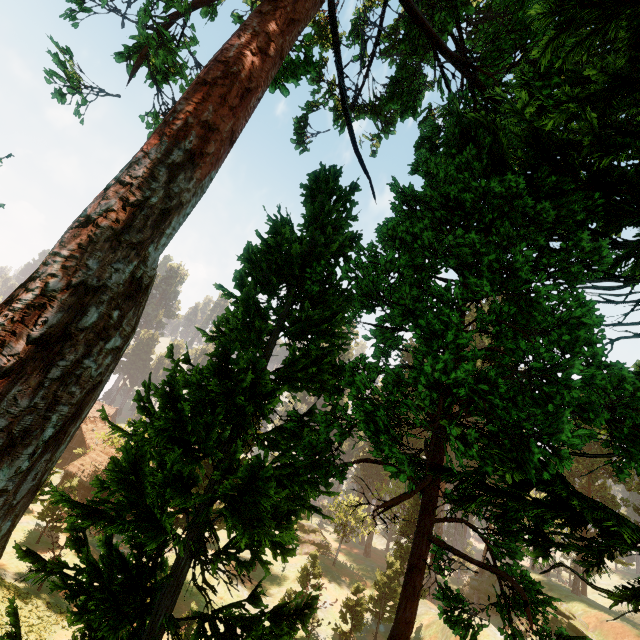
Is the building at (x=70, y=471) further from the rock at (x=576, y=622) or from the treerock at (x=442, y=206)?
the rock at (x=576, y=622)

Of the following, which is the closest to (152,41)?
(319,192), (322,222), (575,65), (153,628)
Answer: (319,192)

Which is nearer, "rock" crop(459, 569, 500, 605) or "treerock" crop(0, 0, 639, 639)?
"treerock" crop(0, 0, 639, 639)

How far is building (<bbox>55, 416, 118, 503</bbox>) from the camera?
42.5 meters

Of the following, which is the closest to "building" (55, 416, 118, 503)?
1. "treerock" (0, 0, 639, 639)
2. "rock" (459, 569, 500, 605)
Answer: "treerock" (0, 0, 639, 639)

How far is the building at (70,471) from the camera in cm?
4247

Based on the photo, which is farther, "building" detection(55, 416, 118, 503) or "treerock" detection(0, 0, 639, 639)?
"building" detection(55, 416, 118, 503)

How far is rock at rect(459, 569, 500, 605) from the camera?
47.94m
